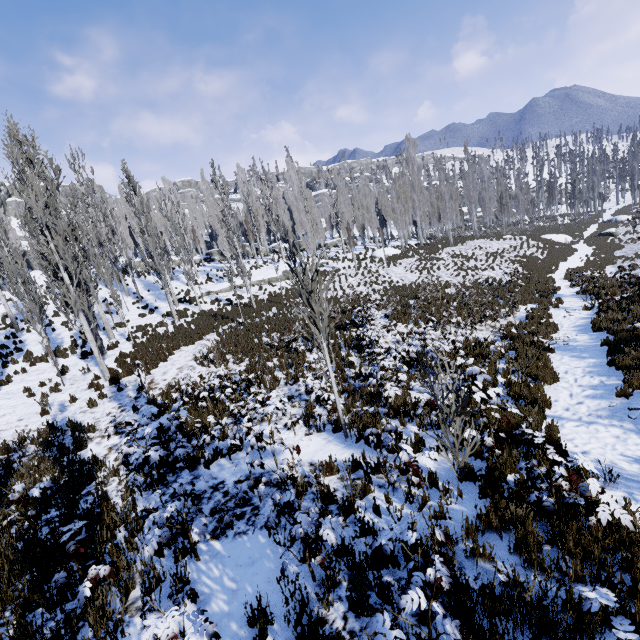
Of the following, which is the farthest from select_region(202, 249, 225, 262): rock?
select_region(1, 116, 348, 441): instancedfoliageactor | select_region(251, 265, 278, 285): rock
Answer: select_region(251, 265, 278, 285): rock

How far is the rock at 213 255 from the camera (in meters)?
44.11

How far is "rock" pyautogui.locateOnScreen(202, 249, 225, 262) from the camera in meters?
44.1 m

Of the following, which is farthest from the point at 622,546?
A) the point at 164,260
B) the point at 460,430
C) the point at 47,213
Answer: the point at 164,260

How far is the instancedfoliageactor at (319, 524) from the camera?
3.56m

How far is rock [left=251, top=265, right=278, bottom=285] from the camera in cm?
3158

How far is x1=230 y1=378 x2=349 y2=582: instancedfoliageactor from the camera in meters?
3.6 m
